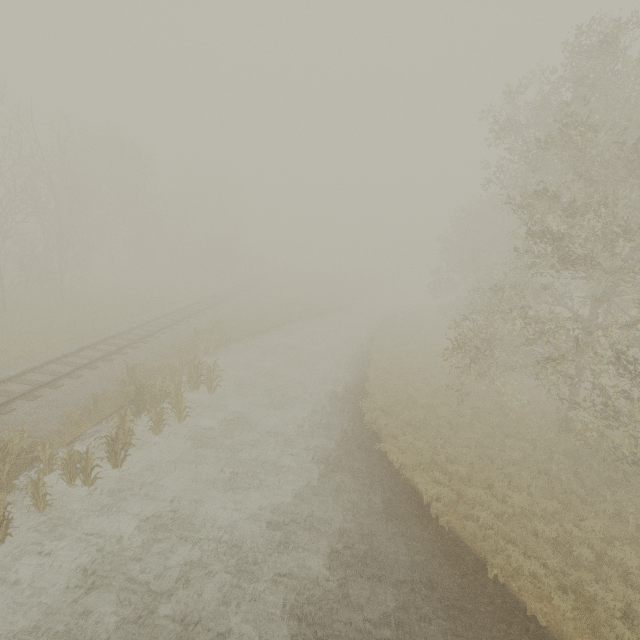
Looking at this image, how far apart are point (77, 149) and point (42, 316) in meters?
23.5

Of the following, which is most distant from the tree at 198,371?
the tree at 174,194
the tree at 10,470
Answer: the tree at 10,470

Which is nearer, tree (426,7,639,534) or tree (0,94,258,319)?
tree (426,7,639,534)

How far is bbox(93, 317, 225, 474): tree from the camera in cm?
1038

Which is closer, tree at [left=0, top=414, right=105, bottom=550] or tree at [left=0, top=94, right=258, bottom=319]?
tree at [left=0, top=414, right=105, bottom=550]

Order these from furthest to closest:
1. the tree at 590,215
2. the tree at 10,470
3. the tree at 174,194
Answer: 1. the tree at 174,194
2. the tree at 590,215
3. the tree at 10,470

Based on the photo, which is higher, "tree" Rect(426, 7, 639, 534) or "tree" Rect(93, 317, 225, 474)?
"tree" Rect(426, 7, 639, 534)

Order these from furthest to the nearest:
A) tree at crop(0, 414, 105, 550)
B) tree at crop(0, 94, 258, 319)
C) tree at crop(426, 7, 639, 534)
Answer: tree at crop(0, 94, 258, 319) → tree at crop(426, 7, 639, 534) → tree at crop(0, 414, 105, 550)
